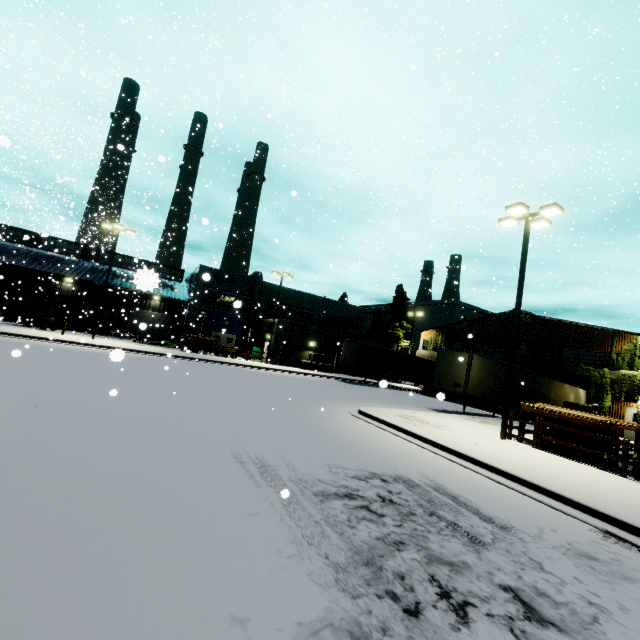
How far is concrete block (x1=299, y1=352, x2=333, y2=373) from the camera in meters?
35.0

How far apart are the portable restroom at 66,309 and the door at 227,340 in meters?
13.7 m

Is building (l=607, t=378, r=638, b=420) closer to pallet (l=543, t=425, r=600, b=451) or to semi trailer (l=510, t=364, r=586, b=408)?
semi trailer (l=510, t=364, r=586, b=408)

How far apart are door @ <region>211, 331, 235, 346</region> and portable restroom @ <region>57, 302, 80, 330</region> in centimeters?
1372cm

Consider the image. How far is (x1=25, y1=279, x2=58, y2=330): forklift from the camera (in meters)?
28.69

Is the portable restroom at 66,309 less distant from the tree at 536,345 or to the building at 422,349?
the building at 422,349

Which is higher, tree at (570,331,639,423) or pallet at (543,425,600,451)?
tree at (570,331,639,423)

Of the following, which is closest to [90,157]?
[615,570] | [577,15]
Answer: [615,570]
